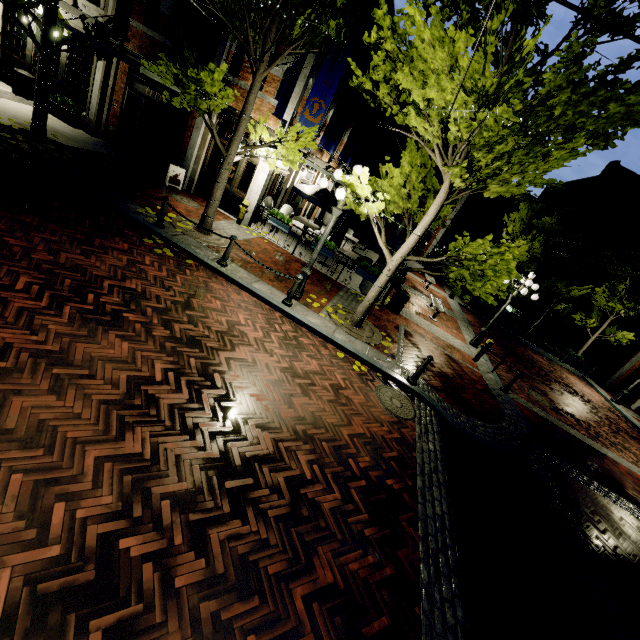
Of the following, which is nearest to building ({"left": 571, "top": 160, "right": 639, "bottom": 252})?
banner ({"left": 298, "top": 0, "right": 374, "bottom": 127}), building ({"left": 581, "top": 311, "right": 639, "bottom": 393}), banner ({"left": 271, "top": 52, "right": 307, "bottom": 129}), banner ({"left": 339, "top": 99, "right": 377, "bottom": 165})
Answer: building ({"left": 581, "top": 311, "right": 639, "bottom": 393})

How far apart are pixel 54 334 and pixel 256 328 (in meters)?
3.38

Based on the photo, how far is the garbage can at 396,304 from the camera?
11.84m

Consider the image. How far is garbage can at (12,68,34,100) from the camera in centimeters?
1211cm

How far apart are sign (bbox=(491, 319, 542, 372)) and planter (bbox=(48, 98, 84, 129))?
18.3 meters

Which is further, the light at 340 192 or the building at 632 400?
the building at 632 400

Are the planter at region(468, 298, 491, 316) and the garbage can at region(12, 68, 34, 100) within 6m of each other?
no

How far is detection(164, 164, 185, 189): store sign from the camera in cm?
1195
